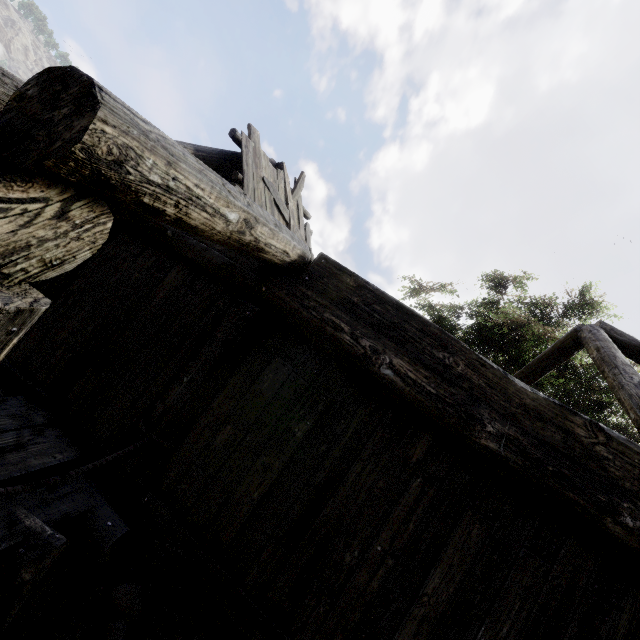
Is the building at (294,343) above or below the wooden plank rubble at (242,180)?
below

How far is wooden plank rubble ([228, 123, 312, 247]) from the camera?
7.3m

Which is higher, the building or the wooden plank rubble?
the wooden plank rubble

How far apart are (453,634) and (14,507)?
3.5 meters

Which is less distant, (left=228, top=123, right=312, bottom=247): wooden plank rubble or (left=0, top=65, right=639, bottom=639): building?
(left=0, top=65, right=639, bottom=639): building

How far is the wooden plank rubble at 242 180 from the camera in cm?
730
